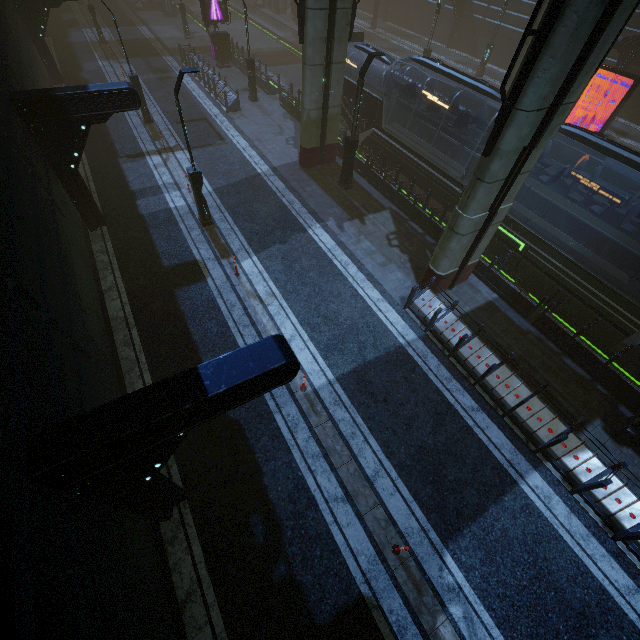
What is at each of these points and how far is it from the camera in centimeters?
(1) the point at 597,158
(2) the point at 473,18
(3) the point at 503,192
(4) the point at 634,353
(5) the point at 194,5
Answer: (1) building, 2050cm
(2) building, 3334cm
(3) sm, 998cm
(4) train, 1096cm
(5) train rail, 4494cm

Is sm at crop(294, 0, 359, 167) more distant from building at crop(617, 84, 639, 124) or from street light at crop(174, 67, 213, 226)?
street light at crop(174, 67, 213, 226)

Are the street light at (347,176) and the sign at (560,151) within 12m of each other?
no

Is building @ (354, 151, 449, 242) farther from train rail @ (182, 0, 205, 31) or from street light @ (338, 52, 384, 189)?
street light @ (338, 52, 384, 189)

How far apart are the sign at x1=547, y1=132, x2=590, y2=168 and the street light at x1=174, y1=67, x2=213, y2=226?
21.4 meters

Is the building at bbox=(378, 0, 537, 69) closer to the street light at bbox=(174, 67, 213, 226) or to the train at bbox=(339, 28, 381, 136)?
the train at bbox=(339, 28, 381, 136)

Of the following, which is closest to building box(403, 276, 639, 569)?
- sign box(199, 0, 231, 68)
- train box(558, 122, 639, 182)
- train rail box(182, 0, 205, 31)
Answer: train rail box(182, 0, 205, 31)

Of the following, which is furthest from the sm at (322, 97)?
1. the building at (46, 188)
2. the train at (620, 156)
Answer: the train at (620, 156)
